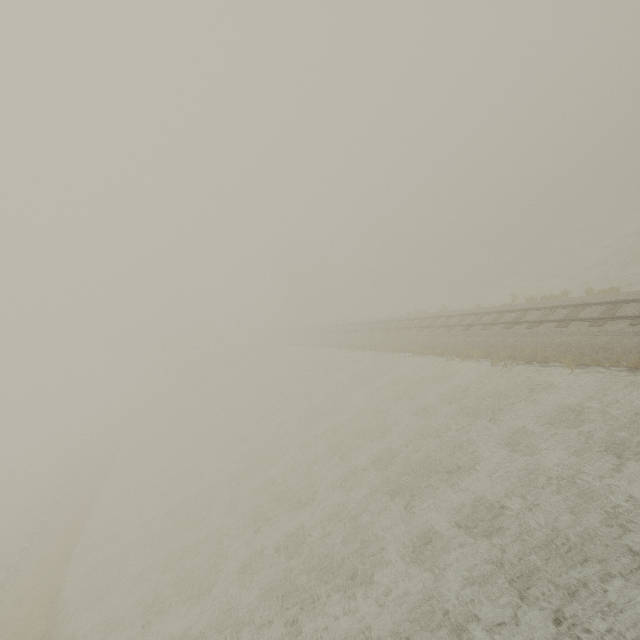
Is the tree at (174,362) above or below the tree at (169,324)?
below

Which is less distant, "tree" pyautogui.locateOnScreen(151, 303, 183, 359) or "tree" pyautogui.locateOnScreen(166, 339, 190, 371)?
"tree" pyautogui.locateOnScreen(151, 303, 183, 359)

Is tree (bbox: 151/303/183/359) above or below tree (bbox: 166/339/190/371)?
above

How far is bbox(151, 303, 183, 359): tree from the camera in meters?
57.2 m

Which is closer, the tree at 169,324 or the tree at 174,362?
the tree at 169,324

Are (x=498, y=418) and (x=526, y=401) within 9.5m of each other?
yes
